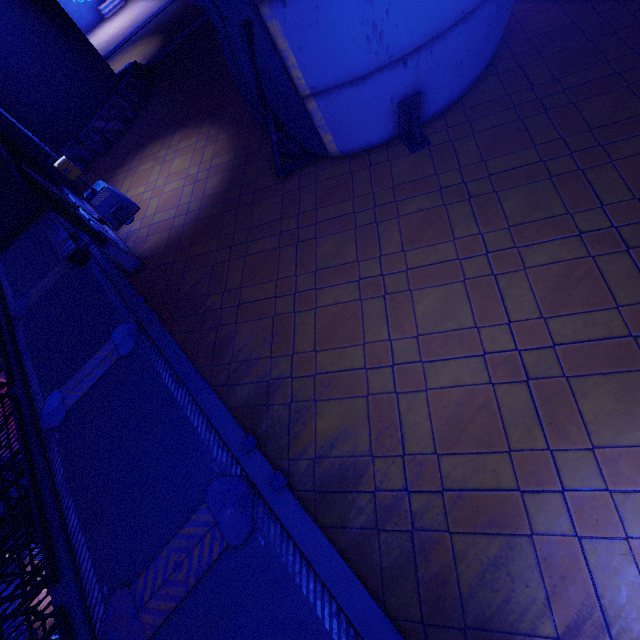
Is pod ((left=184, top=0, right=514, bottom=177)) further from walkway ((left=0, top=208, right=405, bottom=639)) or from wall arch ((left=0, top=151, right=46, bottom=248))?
wall arch ((left=0, top=151, right=46, bottom=248))

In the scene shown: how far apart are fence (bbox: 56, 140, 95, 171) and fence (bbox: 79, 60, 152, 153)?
0.3 meters

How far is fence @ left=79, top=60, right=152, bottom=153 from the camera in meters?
13.2

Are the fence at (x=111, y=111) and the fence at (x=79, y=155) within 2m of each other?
yes

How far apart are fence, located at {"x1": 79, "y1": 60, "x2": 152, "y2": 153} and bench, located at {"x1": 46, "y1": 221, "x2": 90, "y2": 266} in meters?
4.7 m

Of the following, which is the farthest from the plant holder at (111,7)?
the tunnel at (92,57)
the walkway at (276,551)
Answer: the walkway at (276,551)

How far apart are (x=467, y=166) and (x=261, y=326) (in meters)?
5.21

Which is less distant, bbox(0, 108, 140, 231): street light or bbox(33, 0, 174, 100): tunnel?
bbox(0, 108, 140, 231): street light
